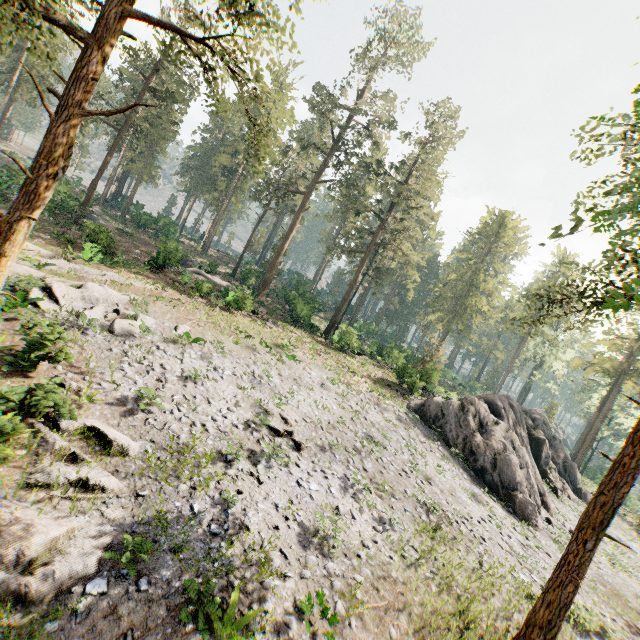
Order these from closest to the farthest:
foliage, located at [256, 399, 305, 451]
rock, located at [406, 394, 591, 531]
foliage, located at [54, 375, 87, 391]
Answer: foliage, located at [54, 375, 87, 391] < foliage, located at [256, 399, 305, 451] < rock, located at [406, 394, 591, 531]

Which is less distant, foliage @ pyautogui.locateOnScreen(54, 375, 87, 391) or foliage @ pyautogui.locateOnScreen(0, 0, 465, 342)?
foliage @ pyautogui.locateOnScreen(0, 0, 465, 342)

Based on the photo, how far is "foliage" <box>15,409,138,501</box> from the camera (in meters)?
8.57

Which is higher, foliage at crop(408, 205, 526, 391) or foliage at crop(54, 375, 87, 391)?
foliage at crop(408, 205, 526, 391)

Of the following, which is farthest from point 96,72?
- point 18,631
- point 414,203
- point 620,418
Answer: point 620,418

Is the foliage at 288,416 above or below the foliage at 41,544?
above

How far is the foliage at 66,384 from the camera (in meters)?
11.30
